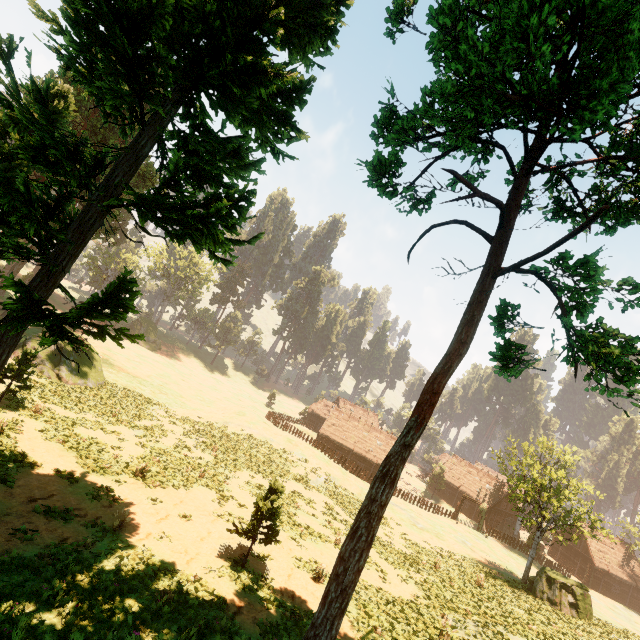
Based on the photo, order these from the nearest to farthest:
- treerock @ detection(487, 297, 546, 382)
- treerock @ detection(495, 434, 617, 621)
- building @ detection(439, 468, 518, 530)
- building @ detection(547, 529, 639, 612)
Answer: treerock @ detection(487, 297, 546, 382)
treerock @ detection(495, 434, 617, 621)
building @ detection(547, 529, 639, 612)
building @ detection(439, 468, 518, 530)

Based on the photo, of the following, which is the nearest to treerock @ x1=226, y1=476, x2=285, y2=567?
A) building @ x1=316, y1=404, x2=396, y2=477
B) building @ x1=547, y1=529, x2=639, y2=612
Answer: building @ x1=316, y1=404, x2=396, y2=477

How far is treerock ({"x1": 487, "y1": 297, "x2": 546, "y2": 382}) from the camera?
10.3 meters

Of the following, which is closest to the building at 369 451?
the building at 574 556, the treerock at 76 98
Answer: the treerock at 76 98

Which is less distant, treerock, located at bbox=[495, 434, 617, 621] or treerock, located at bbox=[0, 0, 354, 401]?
treerock, located at bbox=[0, 0, 354, 401]

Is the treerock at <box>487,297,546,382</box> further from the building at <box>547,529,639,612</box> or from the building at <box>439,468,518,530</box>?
the building at <box>547,529,639,612</box>

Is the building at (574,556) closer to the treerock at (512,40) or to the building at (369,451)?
the treerock at (512,40)

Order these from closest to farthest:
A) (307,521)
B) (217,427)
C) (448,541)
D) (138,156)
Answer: (138,156) → (307,521) → (448,541) → (217,427)
